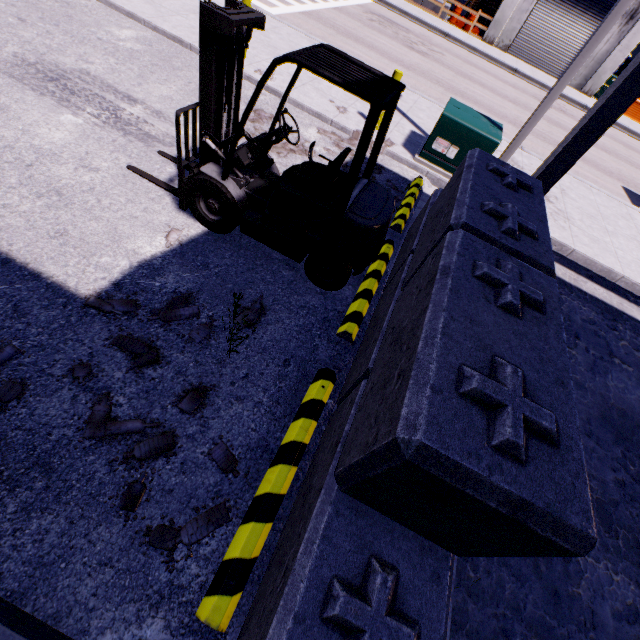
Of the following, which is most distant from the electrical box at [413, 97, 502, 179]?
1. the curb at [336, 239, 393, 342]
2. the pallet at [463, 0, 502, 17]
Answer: the pallet at [463, 0, 502, 17]

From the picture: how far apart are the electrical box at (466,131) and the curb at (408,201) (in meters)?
0.57

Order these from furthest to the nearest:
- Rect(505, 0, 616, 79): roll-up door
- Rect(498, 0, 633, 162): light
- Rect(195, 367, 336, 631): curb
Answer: Rect(505, 0, 616, 79): roll-up door → Rect(498, 0, 633, 162): light → Rect(195, 367, 336, 631): curb

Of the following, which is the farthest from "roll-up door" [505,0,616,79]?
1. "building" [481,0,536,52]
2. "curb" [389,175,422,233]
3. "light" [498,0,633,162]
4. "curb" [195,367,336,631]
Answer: "curb" [195,367,336,631]

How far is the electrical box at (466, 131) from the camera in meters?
6.7

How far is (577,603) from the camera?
3.8m

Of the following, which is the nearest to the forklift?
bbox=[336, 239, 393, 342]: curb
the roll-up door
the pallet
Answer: bbox=[336, 239, 393, 342]: curb

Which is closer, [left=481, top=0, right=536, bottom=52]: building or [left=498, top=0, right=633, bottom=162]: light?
[left=498, top=0, right=633, bottom=162]: light
